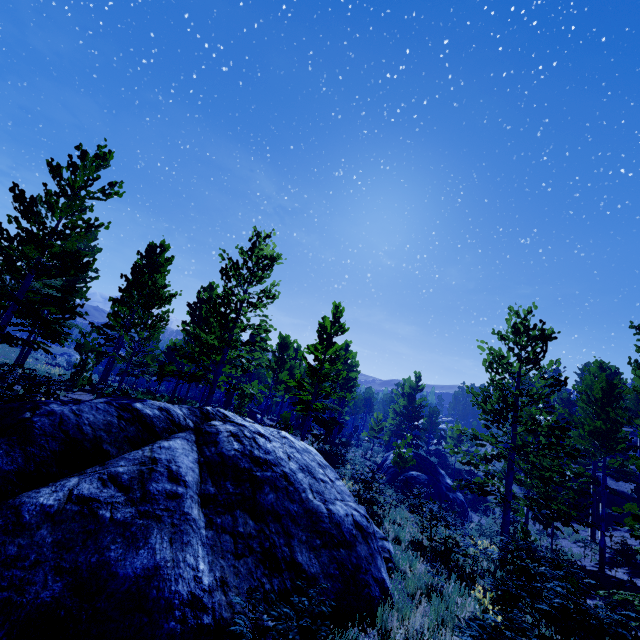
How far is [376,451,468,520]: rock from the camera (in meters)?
24.02

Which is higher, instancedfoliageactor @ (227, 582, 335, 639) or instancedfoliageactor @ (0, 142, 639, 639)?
instancedfoliageactor @ (0, 142, 639, 639)

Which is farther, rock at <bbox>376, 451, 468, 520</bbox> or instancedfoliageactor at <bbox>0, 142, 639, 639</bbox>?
rock at <bbox>376, 451, 468, 520</bbox>

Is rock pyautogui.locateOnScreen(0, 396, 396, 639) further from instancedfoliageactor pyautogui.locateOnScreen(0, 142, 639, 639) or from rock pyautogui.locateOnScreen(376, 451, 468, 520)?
rock pyautogui.locateOnScreen(376, 451, 468, 520)

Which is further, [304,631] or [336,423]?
[336,423]

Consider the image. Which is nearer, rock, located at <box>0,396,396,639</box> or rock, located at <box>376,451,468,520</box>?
rock, located at <box>0,396,396,639</box>

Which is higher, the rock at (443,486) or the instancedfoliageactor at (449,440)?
the instancedfoliageactor at (449,440)
